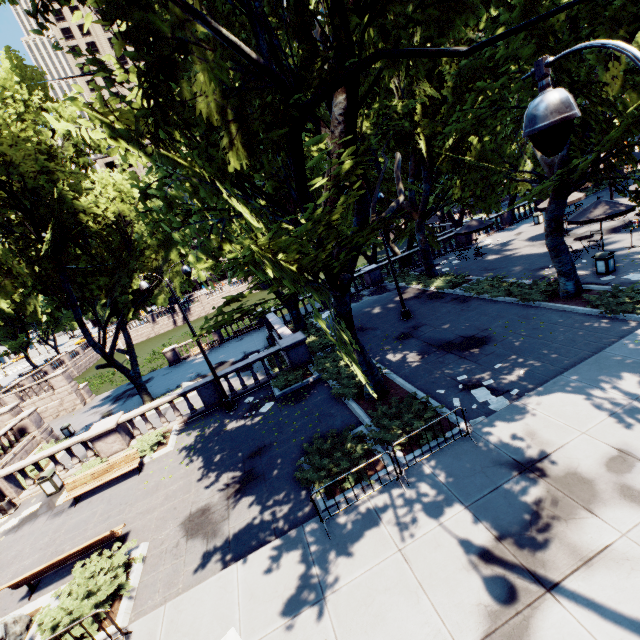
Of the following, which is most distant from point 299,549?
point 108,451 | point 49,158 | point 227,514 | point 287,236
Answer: point 49,158

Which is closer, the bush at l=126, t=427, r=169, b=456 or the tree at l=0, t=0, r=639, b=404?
the tree at l=0, t=0, r=639, b=404

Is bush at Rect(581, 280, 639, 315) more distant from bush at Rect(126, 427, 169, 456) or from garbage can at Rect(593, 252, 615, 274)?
bush at Rect(126, 427, 169, 456)

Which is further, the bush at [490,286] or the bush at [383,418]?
the bush at [490,286]

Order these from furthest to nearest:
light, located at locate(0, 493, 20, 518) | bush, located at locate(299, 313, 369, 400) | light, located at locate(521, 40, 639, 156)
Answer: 1. light, located at locate(0, 493, 20, 518)
2. bush, located at locate(299, 313, 369, 400)
3. light, located at locate(521, 40, 639, 156)

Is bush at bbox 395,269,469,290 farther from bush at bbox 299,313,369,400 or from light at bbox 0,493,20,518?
light at bbox 0,493,20,518

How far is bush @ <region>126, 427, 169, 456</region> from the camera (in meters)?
14.46

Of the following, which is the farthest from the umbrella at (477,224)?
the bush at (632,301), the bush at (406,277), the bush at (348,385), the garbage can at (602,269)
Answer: the bush at (348,385)
